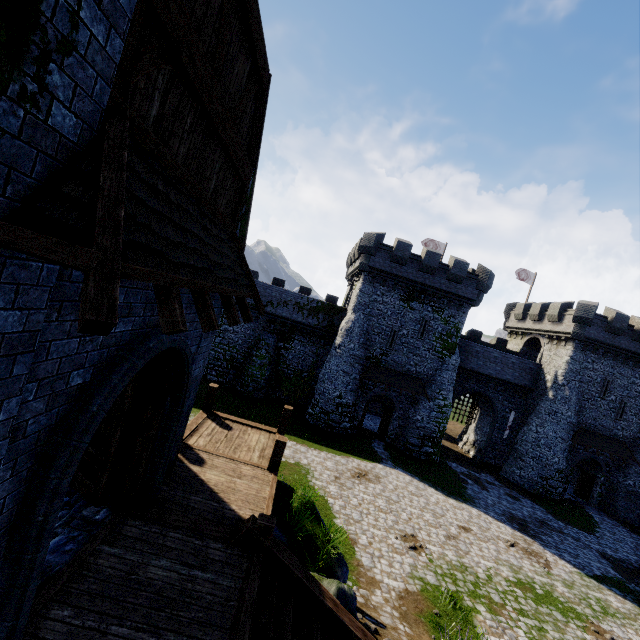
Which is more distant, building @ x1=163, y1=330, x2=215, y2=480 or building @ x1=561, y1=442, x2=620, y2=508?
building @ x1=561, y1=442, x2=620, y2=508

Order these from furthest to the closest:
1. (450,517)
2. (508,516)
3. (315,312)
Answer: (315,312)
(508,516)
(450,517)

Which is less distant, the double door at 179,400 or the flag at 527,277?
the double door at 179,400

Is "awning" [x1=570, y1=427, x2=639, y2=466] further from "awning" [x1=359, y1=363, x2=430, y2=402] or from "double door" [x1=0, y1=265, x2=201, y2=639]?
"double door" [x1=0, y1=265, x2=201, y2=639]

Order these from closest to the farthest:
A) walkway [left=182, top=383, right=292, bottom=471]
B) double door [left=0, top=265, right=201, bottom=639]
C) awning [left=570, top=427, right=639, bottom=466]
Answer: double door [left=0, top=265, right=201, bottom=639] < walkway [left=182, top=383, right=292, bottom=471] < awning [left=570, top=427, right=639, bottom=466]

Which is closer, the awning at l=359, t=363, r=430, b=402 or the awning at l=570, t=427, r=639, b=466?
the awning at l=359, t=363, r=430, b=402

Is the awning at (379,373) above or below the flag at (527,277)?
below
